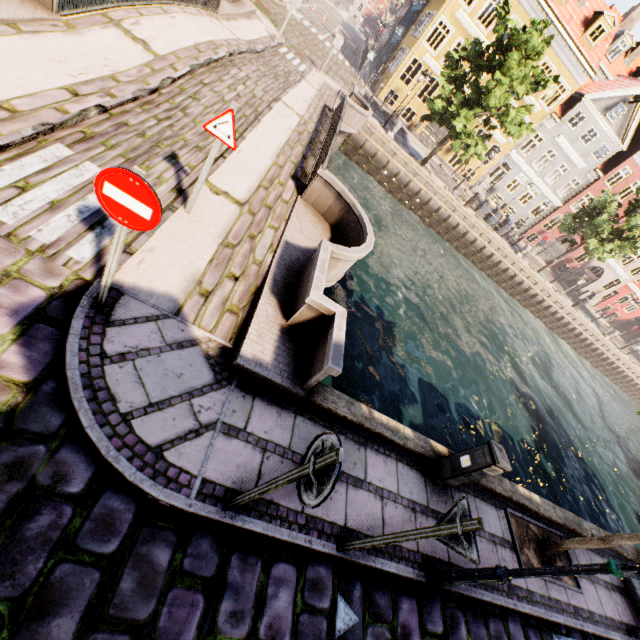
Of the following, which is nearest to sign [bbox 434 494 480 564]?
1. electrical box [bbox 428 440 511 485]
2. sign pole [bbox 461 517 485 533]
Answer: sign pole [bbox 461 517 485 533]

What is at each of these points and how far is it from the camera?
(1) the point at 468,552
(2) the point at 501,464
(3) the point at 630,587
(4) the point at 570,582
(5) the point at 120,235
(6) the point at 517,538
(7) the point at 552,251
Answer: (1) sign, 2.7 meters
(2) electrical box, 4.7 meters
(3) pillar, 7.3 meters
(4) tree planter, 6.3 meters
(5) sign pole, 3.0 meters
(6) tree planter, 6.0 meters
(7) building, 34.3 meters

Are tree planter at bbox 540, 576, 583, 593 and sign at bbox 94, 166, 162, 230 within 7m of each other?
no

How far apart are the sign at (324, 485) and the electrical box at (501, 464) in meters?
3.5 m

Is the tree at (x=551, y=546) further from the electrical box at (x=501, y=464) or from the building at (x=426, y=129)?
the building at (x=426, y=129)

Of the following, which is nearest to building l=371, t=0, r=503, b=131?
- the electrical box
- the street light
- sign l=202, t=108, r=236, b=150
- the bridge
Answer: the bridge

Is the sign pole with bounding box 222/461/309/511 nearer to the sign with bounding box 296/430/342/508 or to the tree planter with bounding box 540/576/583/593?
the sign with bounding box 296/430/342/508

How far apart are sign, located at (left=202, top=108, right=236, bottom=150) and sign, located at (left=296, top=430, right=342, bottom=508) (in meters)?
4.23
